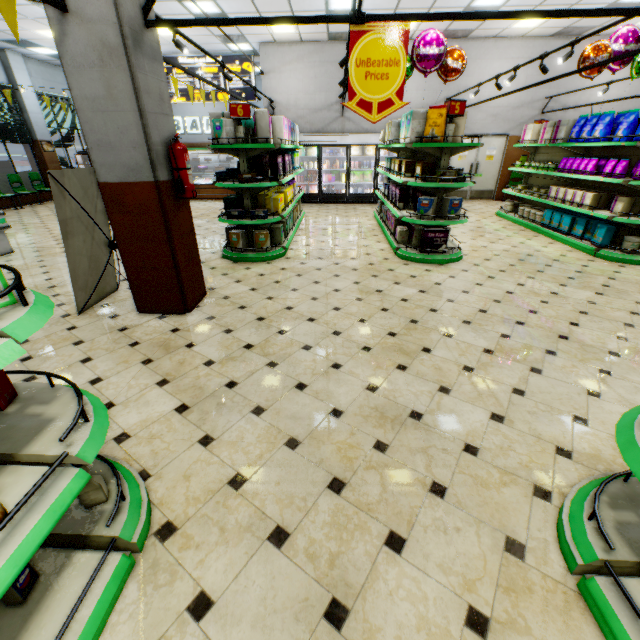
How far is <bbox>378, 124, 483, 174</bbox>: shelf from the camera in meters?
5.0 m

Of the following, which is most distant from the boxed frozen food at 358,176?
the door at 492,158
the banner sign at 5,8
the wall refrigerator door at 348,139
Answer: the banner sign at 5,8

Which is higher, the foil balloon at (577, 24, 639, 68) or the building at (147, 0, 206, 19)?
the building at (147, 0, 206, 19)

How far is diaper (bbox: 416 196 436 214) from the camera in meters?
5.5

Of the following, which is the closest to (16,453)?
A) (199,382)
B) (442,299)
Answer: (199,382)

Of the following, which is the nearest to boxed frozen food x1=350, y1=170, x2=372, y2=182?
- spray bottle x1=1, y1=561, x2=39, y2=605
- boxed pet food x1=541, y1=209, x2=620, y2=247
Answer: boxed pet food x1=541, y1=209, x2=620, y2=247

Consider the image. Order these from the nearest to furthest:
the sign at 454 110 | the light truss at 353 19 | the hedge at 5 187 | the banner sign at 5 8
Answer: the banner sign at 5 8 → the light truss at 353 19 → the sign at 454 110 → the hedge at 5 187

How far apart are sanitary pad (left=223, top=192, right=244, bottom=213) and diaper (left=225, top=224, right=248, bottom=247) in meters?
0.4 m
